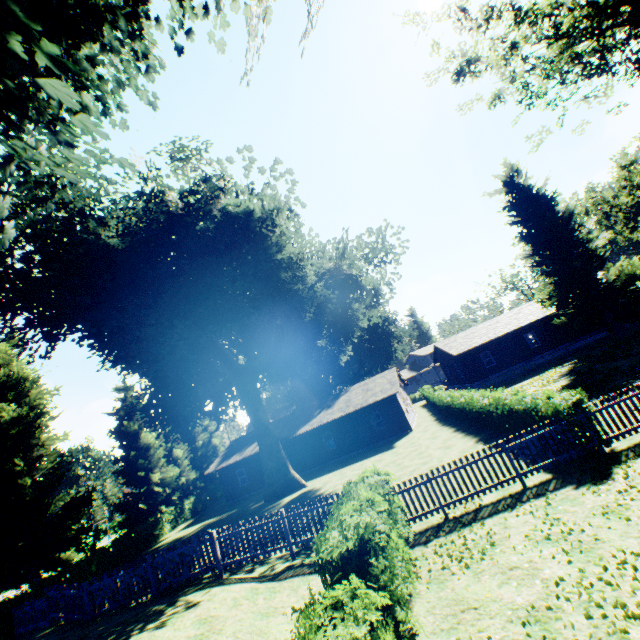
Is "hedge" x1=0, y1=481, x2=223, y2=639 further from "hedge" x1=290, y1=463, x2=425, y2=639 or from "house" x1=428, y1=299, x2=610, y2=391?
"hedge" x1=290, y1=463, x2=425, y2=639

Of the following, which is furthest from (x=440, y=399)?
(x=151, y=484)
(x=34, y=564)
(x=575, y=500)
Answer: (x=34, y=564)

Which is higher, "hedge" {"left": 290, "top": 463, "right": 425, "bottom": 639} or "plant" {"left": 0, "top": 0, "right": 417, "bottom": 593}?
"plant" {"left": 0, "top": 0, "right": 417, "bottom": 593}

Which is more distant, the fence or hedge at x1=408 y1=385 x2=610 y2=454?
the fence

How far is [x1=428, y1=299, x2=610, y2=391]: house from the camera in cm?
3319

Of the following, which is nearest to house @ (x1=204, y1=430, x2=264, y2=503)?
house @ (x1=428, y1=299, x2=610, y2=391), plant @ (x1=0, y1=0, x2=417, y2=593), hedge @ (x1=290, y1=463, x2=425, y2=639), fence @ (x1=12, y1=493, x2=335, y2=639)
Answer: plant @ (x1=0, y1=0, x2=417, y2=593)

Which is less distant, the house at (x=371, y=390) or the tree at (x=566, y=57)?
the tree at (x=566, y=57)

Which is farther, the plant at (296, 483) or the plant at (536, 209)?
the plant at (536, 209)
